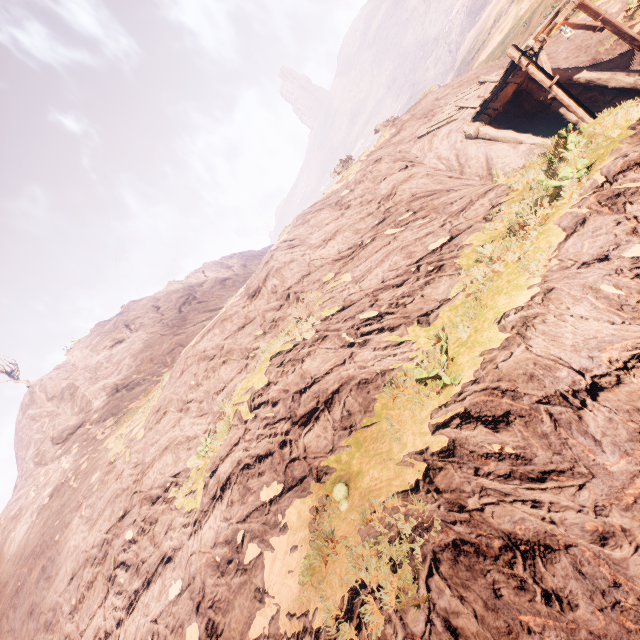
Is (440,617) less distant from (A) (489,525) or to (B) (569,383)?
(A) (489,525)
